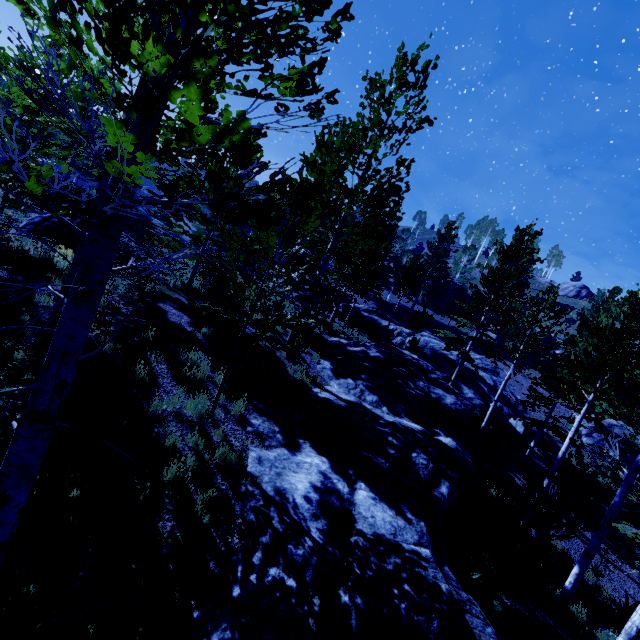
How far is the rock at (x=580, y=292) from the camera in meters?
51.9 m

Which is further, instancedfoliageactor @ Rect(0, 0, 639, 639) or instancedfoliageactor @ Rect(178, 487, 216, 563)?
instancedfoliageactor @ Rect(178, 487, 216, 563)

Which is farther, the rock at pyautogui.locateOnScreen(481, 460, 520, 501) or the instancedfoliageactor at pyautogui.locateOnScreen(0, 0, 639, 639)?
the rock at pyautogui.locateOnScreen(481, 460, 520, 501)

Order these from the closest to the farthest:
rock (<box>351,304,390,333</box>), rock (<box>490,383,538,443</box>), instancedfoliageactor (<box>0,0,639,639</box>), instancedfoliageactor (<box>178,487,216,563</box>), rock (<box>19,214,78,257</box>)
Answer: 1. instancedfoliageactor (<box>0,0,639,639</box>)
2. instancedfoliageactor (<box>178,487,216,563</box>)
3. rock (<box>19,214,78,257</box>)
4. rock (<box>490,383,538,443</box>)
5. rock (<box>351,304,390,333</box>)

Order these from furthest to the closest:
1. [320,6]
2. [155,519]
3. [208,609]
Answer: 1. [155,519]
2. [208,609]
3. [320,6]

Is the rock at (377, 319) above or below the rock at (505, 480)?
above

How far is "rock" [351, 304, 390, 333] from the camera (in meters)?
32.38

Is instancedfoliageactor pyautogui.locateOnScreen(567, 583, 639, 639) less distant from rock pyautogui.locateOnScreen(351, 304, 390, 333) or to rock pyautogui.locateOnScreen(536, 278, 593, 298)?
rock pyautogui.locateOnScreen(351, 304, 390, 333)
